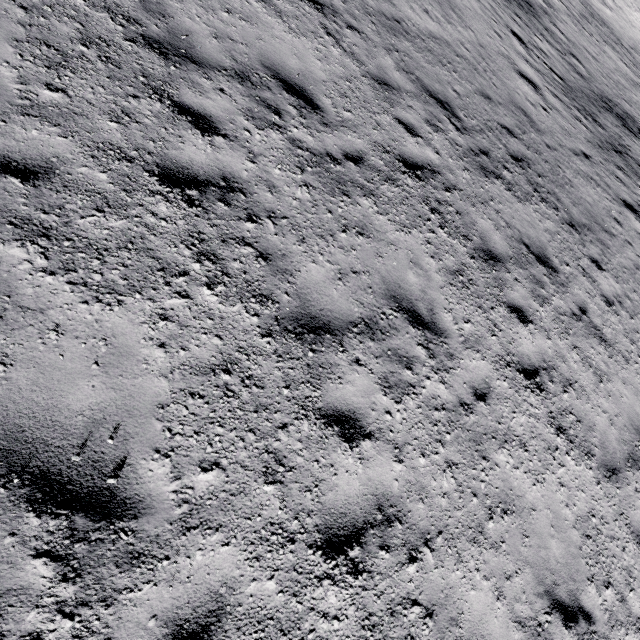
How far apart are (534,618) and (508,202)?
7.1m
